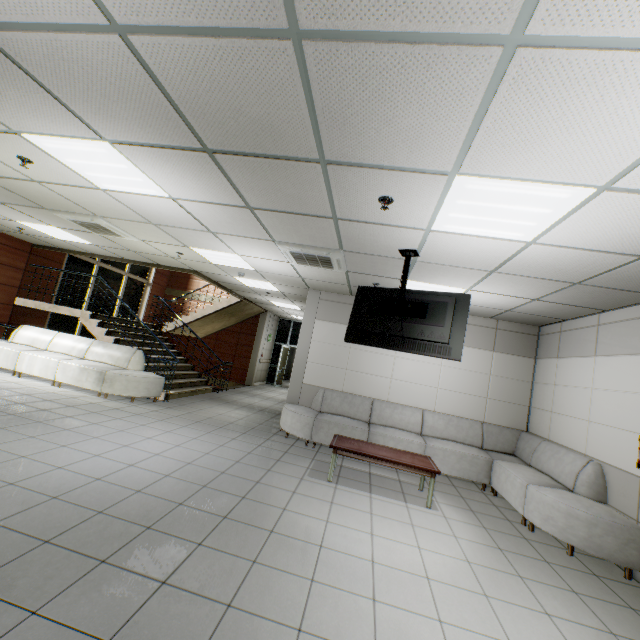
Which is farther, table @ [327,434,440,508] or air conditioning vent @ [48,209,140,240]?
air conditioning vent @ [48,209,140,240]

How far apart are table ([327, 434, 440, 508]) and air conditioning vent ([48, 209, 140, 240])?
5.09m

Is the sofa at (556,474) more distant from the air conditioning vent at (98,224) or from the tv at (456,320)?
the air conditioning vent at (98,224)

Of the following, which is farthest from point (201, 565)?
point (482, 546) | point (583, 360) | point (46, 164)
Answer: point (583, 360)

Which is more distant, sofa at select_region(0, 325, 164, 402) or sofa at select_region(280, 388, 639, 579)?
sofa at select_region(0, 325, 164, 402)

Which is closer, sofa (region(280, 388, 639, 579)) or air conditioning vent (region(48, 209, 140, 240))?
sofa (region(280, 388, 639, 579))

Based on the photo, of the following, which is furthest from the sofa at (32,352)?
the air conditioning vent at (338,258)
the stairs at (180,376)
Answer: the air conditioning vent at (338,258)

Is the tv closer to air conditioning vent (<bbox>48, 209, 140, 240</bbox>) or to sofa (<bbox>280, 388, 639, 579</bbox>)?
sofa (<bbox>280, 388, 639, 579</bbox>)
